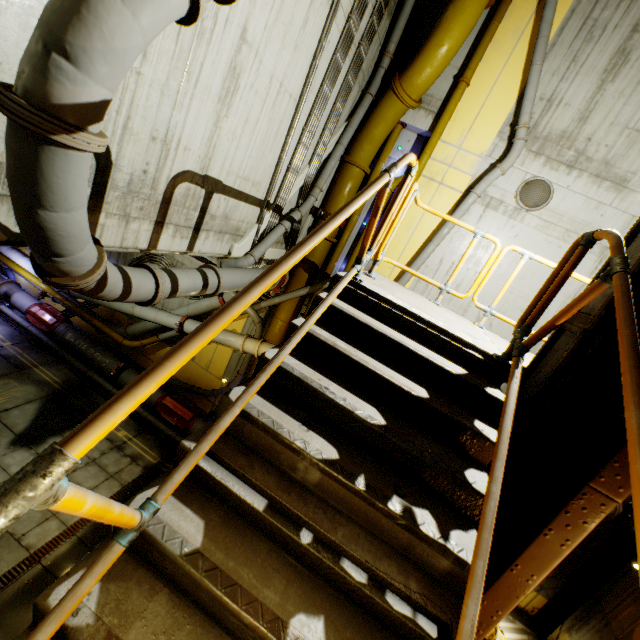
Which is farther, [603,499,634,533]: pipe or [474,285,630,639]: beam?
[603,499,634,533]: pipe

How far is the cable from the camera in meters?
7.9

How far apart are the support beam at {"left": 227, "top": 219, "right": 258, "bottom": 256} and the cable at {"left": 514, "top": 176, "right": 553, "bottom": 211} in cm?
608

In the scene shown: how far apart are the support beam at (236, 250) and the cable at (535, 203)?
6.08m

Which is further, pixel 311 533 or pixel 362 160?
pixel 362 160

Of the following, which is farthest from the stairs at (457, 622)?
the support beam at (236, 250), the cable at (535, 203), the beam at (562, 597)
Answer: the cable at (535, 203)

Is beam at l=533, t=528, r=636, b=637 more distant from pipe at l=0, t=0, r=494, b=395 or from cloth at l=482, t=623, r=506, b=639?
cloth at l=482, t=623, r=506, b=639
